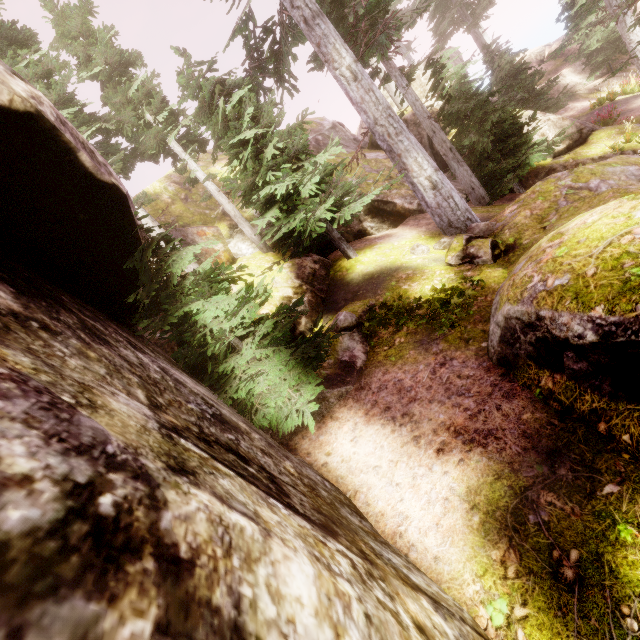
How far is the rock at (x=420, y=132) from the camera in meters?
15.2

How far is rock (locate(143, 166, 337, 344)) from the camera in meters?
9.8 m

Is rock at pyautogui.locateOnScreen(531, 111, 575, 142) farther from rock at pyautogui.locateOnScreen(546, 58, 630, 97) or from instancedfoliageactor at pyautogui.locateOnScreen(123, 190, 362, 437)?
rock at pyautogui.locateOnScreen(546, 58, 630, 97)

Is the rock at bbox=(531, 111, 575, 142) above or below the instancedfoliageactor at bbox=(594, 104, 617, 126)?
above

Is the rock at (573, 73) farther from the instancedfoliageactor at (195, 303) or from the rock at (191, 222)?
the rock at (191, 222)

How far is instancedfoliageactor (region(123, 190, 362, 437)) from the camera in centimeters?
514cm

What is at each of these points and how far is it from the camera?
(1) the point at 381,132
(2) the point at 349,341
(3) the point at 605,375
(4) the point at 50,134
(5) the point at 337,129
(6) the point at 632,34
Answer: (1) instancedfoliageactor, 10.0 meters
(2) rock, 7.5 meters
(3) rock, 3.6 meters
(4) rock, 3.7 meters
(5) rock, 18.6 meters
(6) instancedfoliageactor, 17.2 meters
